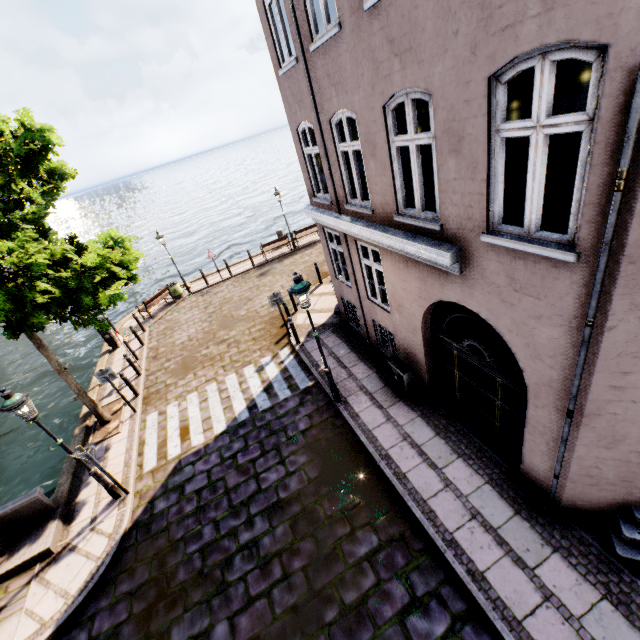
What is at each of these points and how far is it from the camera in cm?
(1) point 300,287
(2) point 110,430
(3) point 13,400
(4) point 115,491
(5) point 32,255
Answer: (1) street light, 689
(2) tree planter, 1047
(3) street light, 626
(4) street light, 804
(5) tree, 731

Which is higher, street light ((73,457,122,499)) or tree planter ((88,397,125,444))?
street light ((73,457,122,499))

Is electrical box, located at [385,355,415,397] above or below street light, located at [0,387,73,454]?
below

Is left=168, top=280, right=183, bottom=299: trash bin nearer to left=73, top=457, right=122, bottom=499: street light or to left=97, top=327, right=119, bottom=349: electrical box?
left=97, top=327, right=119, bottom=349: electrical box

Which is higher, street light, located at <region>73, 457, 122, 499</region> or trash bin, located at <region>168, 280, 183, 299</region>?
trash bin, located at <region>168, 280, 183, 299</region>

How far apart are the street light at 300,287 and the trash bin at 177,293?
13.29m

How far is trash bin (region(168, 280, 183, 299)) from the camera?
18.19m

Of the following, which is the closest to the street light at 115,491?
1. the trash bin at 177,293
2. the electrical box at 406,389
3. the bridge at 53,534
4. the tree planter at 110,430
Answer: the bridge at 53,534
